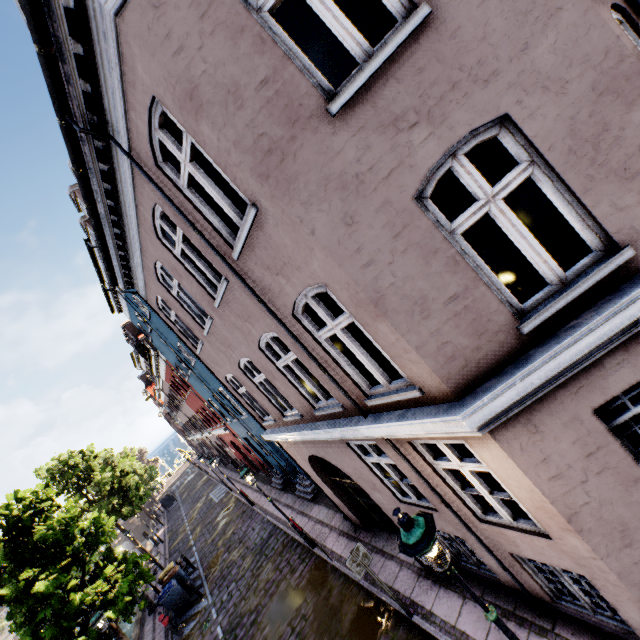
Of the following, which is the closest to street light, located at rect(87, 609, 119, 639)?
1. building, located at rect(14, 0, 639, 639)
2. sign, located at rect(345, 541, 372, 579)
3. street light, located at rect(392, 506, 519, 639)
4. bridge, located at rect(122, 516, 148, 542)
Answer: building, located at rect(14, 0, 639, 639)

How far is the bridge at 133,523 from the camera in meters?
47.7

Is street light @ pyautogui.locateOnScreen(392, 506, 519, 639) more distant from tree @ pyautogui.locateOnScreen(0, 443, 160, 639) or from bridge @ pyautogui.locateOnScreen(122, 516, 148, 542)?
bridge @ pyautogui.locateOnScreen(122, 516, 148, 542)

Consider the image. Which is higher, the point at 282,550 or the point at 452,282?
the point at 452,282

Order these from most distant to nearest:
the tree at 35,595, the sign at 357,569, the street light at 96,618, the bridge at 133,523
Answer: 1. the bridge at 133,523
2. the tree at 35,595
3. the street light at 96,618
4. the sign at 357,569

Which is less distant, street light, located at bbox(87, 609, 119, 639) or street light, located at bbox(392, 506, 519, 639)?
street light, located at bbox(392, 506, 519, 639)

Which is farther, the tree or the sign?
the tree

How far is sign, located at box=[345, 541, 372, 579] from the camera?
6.72m
